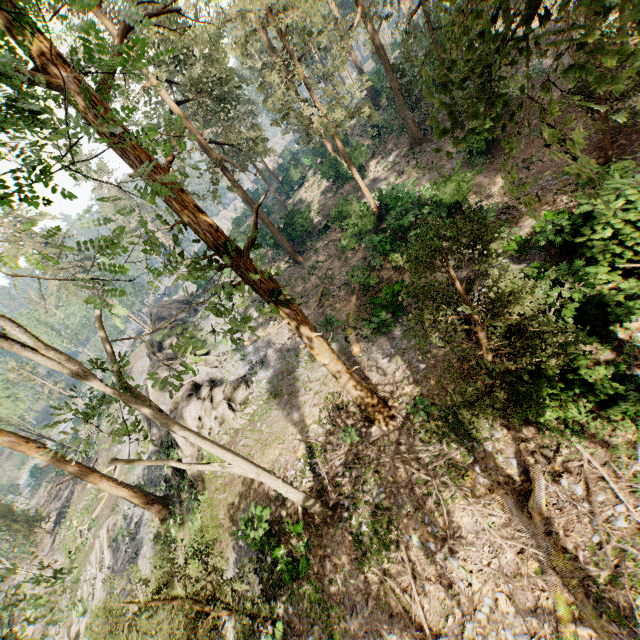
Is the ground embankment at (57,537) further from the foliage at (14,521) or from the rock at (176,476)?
the rock at (176,476)

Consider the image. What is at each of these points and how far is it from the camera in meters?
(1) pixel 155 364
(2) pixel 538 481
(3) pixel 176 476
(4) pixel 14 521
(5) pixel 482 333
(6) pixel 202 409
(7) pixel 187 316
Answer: (1) rock, 26.4 m
(2) foliage, 8.4 m
(3) rock, 21.2 m
(4) foliage, 34.0 m
(5) foliage, 8.2 m
(6) rock, 19.0 m
(7) rock, 39.6 m

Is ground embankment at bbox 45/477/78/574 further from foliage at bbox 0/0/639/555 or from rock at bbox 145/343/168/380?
rock at bbox 145/343/168/380

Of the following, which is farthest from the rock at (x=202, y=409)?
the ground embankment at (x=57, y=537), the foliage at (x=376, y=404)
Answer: the ground embankment at (x=57, y=537)

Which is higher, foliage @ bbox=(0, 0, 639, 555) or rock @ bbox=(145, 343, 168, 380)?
foliage @ bbox=(0, 0, 639, 555)

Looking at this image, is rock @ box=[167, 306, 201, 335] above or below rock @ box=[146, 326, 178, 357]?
below

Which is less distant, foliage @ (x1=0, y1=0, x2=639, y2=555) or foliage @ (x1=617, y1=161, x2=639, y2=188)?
foliage @ (x1=0, y1=0, x2=639, y2=555)

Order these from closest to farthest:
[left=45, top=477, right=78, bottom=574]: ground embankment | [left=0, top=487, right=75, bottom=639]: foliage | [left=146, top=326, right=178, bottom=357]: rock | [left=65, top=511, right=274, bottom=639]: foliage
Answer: [left=65, top=511, right=274, bottom=639]: foliage → [left=0, top=487, right=75, bottom=639]: foliage → [left=45, top=477, right=78, bottom=574]: ground embankment → [left=146, top=326, right=178, bottom=357]: rock
